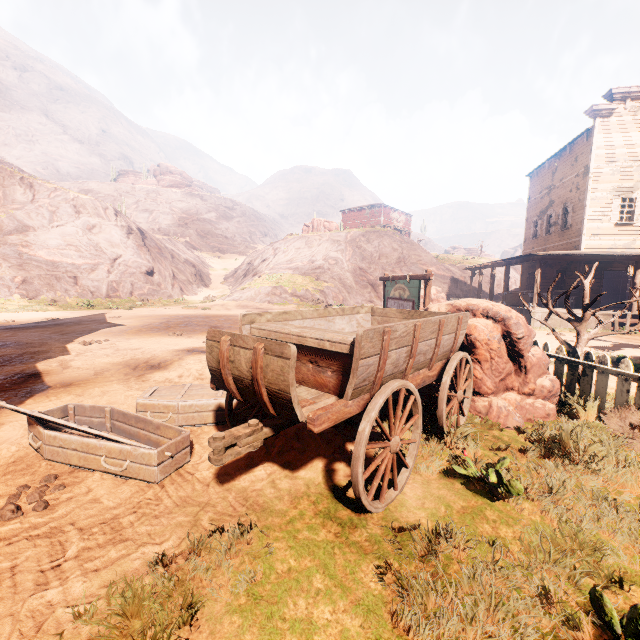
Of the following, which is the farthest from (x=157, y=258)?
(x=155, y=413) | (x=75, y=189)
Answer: (x=75, y=189)

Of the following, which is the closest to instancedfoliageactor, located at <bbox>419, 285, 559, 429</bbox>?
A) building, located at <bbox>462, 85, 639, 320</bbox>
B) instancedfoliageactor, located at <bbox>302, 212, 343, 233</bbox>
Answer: building, located at <bbox>462, 85, 639, 320</bbox>

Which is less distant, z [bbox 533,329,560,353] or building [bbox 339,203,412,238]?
z [bbox 533,329,560,353]

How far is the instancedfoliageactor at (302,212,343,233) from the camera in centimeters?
3925cm

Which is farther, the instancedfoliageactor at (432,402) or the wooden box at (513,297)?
the wooden box at (513,297)

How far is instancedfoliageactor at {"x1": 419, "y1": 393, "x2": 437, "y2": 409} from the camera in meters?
5.1

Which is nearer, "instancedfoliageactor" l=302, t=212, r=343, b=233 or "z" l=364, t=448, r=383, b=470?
"z" l=364, t=448, r=383, b=470

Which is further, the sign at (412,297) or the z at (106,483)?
the sign at (412,297)
